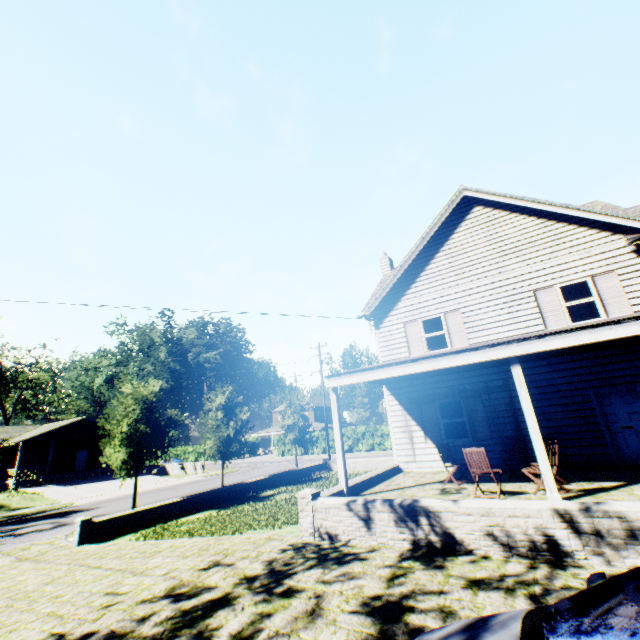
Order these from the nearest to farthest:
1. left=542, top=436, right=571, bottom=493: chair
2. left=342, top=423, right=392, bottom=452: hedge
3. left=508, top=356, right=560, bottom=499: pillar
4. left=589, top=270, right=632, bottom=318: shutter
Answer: left=508, top=356, right=560, bottom=499: pillar, left=542, top=436, right=571, bottom=493: chair, left=589, top=270, right=632, bottom=318: shutter, left=342, top=423, right=392, bottom=452: hedge

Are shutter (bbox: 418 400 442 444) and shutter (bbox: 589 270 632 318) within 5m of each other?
no

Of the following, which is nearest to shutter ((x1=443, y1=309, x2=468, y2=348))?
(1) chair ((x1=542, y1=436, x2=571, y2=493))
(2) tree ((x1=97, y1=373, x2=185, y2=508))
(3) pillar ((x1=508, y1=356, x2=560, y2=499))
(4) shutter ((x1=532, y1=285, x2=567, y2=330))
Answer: (4) shutter ((x1=532, y1=285, x2=567, y2=330))

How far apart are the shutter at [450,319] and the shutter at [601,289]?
4.26m

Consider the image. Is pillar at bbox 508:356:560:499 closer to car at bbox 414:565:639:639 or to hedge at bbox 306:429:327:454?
car at bbox 414:565:639:639

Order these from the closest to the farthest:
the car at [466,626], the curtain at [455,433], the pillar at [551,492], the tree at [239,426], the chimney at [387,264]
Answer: the car at [466,626] < the pillar at [551,492] < the curtain at [455,433] < the chimney at [387,264] < the tree at [239,426]

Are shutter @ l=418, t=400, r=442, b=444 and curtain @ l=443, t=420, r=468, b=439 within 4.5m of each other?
yes

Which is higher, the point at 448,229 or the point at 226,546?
the point at 448,229
